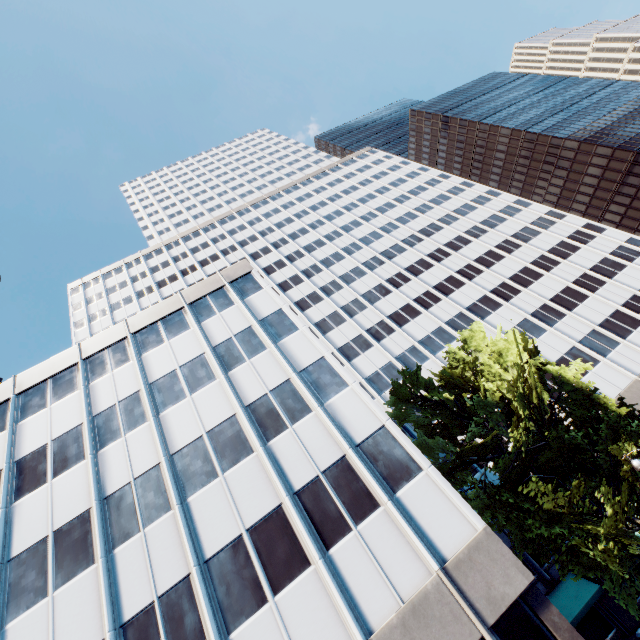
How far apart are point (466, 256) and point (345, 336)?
22.32m

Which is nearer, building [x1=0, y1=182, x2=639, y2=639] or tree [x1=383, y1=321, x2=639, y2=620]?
building [x1=0, y1=182, x2=639, y2=639]

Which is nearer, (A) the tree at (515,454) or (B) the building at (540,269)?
(B) the building at (540,269)
